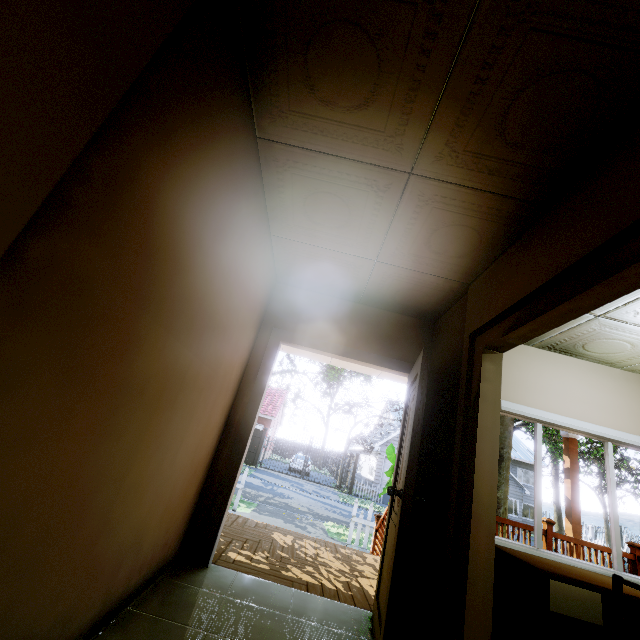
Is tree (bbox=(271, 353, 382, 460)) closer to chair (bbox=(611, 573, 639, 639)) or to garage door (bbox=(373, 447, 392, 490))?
garage door (bbox=(373, 447, 392, 490))

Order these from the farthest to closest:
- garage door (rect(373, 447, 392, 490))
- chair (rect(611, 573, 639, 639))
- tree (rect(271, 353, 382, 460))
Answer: garage door (rect(373, 447, 392, 490)), tree (rect(271, 353, 382, 460)), chair (rect(611, 573, 639, 639))

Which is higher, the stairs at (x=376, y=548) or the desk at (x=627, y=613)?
the desk at (x=627, y=613)

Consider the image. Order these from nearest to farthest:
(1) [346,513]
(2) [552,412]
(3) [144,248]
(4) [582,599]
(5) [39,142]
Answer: (5) [39,142], (3) [144,248], (4) [582,599], (2) [552,412], (1) [346,513]

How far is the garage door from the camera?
23.7m

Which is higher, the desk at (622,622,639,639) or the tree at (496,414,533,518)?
the tree at (496,414,533,518)

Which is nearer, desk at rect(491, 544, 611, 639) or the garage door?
desk at rect(491, 544, 611, 639)

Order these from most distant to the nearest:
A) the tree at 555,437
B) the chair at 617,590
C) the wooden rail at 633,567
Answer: the tree at 555,437 < the wooden rail at 633,567 < the chair at 617,590
